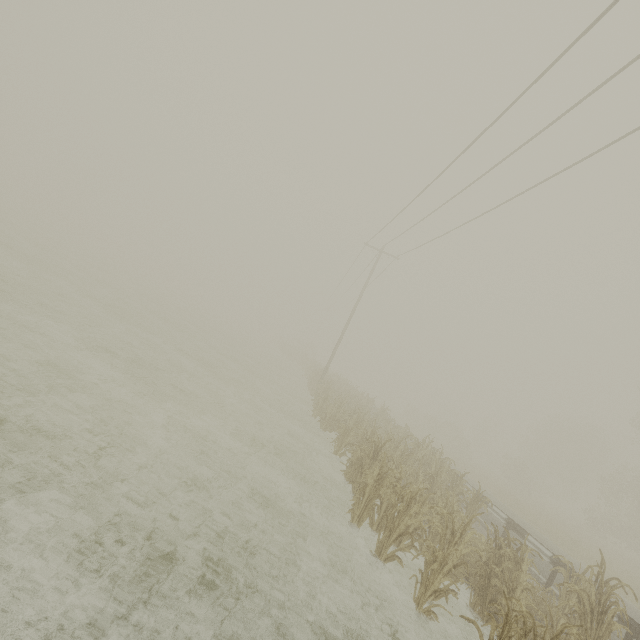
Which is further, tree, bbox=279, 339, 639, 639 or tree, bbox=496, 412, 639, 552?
tree, bbox=496, 412, 639, 552

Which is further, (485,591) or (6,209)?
(6,209)

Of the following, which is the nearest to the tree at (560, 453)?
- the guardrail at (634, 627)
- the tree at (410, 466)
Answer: the guardrail at (634, 627)

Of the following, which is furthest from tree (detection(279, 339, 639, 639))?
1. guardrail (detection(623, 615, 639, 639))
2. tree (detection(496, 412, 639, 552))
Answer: tree (detection(496, 412, 639, 552))

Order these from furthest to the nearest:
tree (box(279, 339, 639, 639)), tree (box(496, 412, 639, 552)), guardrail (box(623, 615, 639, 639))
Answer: tree (box(496, 412, 639, 552)) < guardrail (box(623, 615, 639, 639)) < tree (box(279, 339, 639, 639))

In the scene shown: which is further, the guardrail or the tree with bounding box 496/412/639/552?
the tree with bounding box 496/412/639/552
